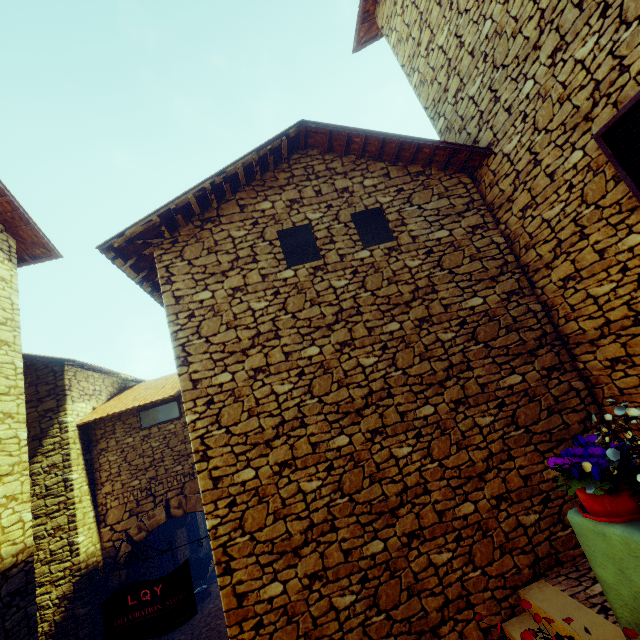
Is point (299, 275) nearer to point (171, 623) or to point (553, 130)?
point (553, 130)

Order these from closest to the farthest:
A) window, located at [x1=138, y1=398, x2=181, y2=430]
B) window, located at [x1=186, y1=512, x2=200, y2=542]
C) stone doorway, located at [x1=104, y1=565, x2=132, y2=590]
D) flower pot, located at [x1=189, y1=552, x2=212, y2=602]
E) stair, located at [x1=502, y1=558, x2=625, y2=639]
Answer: stair, located at [x1=502, y1=558, x2=625, y2=639] < stone doorway, located at [x1=104, y1=565, x2=132, y2=590] < window, located at [x1=138, y1=398, x2=181, y2=430] < flower pot, located at [x1=189, y1=552, x2=212, y2=602] < window, located at [x1=186, y1=512, x2=200, y2=542]

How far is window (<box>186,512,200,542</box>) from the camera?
11.83m

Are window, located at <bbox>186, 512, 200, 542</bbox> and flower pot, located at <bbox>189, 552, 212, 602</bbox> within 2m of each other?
yes

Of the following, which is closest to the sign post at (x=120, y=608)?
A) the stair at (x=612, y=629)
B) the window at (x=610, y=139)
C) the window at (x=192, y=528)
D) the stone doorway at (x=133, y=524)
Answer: the stair at (x=612, y=629)

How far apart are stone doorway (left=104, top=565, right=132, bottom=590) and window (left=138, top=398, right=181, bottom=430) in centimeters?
148cm

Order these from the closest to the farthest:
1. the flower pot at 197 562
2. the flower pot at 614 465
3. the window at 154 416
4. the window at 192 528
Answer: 1. the flower pot at 614 465
2. the window at 154 416
3. the flower pot at 197 562
4. the window at 192 528

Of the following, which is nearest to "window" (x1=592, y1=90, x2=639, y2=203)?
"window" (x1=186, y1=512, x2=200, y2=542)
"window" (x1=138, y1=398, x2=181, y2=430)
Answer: "window" (x1=138, y1=398, x2=181, y2=430)
